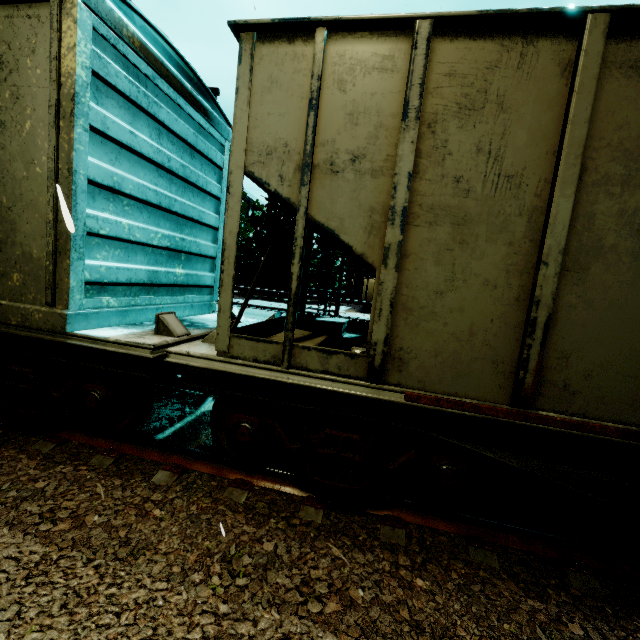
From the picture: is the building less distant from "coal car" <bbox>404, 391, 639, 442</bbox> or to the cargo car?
the cargo car

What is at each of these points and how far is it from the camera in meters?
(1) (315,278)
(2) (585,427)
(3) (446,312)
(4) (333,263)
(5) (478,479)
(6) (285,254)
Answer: (1) tree, 37.2 m
(2) coal car, 2.5 m
(3) coal car, 2.6 m
(4) tree, 38.7 m
(5) bogie, 3.1 m
(6) tree, 35.1 m

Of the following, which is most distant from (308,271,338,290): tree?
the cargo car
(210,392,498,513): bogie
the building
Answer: (210,392,498,513): bogie

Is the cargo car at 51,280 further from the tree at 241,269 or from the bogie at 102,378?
the tree at 241,269

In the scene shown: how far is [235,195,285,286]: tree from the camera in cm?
3394

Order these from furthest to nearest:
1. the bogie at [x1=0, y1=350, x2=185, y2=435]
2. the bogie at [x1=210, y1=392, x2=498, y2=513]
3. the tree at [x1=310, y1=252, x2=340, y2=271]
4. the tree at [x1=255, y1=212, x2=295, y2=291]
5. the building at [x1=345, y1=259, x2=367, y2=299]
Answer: the building at [x1=345, y1=259, x2=367, y2=299] → the tree at [x1=310, y1=252, x2=340, y2=271] → the tree at [x1=255, y1=212, x2=295, y2=291] → the bogie at [x1=0, y1=350, x2=185, y2=435] → the bogie at [x1=210, y1=392, x2=498, y2=513]

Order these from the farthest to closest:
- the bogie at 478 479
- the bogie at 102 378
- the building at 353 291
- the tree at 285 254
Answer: the building at 353 291 → the tree at 285 254 → the bogie at 102 378 → the bogie at 478 479
